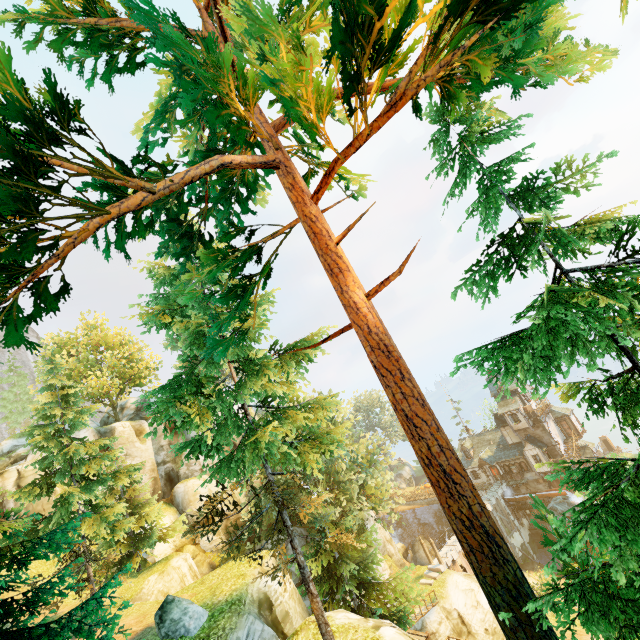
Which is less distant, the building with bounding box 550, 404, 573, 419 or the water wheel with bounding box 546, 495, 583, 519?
the water wheel with bounding box 546, 495, 583, 519

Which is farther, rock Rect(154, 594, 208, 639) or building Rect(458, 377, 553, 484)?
building Rect(458, 377, 553, 484)

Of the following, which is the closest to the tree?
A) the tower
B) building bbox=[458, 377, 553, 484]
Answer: building bbox=[458, 377, 553, 484]

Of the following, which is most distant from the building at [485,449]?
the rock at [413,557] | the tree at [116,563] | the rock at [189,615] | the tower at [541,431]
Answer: the rock at [189,615]

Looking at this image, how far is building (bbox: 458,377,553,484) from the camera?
42.2m

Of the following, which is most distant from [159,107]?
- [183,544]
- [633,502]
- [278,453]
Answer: [183,544]

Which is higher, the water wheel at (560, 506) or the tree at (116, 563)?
the tree at (116, 563)

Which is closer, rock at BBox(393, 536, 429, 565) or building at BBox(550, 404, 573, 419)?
rock at BBox(393, 536, 429, 565)
